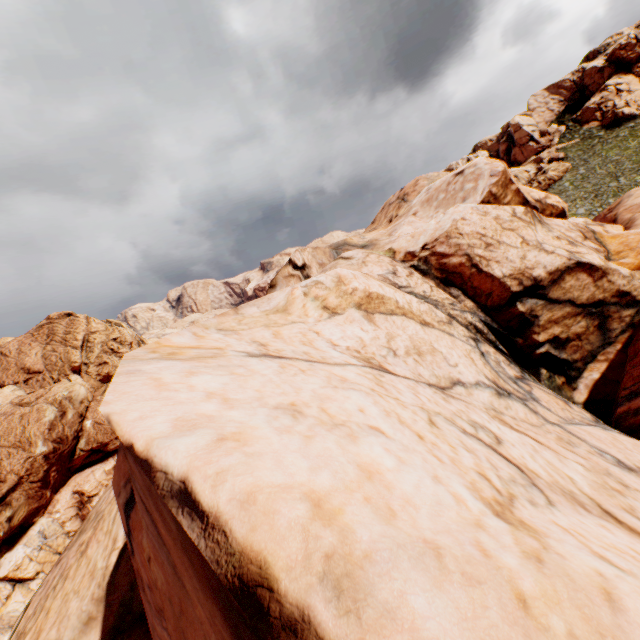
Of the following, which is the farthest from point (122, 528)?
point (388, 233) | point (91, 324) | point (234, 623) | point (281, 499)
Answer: point (91, 324)

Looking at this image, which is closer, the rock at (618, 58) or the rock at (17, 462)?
the rock at (17, 462)

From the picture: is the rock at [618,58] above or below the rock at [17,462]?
above

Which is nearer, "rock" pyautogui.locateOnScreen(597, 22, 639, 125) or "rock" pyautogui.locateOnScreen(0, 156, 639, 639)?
"rock" pyautogui.locateOnScreen(0, 156, 639, 639)

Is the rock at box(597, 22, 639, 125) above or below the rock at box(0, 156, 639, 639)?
above
